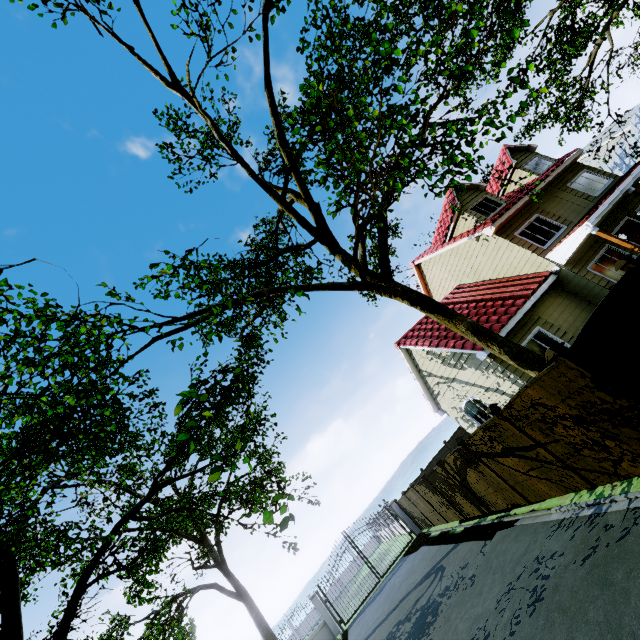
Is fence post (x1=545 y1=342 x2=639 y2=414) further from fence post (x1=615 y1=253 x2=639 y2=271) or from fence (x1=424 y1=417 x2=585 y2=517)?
fence post (x1=615 y1=253 x2=639 y2=271)

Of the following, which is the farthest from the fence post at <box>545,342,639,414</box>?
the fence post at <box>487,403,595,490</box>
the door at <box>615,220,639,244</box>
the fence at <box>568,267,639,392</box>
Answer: the door at <box>615,220,639,244</box>

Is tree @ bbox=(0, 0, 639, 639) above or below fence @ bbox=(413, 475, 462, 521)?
above

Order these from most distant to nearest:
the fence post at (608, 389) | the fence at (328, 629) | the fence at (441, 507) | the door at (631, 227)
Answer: the fence at (328, 629) → the fence at (441, 507) → the door at (631, 227) → the fence post at (608, 389)

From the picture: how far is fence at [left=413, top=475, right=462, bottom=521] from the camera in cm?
1440

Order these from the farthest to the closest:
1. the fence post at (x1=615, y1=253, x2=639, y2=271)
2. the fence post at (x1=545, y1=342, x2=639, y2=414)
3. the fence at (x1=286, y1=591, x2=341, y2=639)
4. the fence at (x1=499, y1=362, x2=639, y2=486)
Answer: the fence at (x1=286, y1=591, x2=341, y2=639), the fence post at (x1=615, y1=253, x2=639, y2=271), the fence at (x1=499, y1=362, x2=639, y2=486), the fence post at (x1=545, y1=342, x2=639, y2=414)

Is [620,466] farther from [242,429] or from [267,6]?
[267,6]

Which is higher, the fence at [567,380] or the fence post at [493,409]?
the fence post at [493,409]
